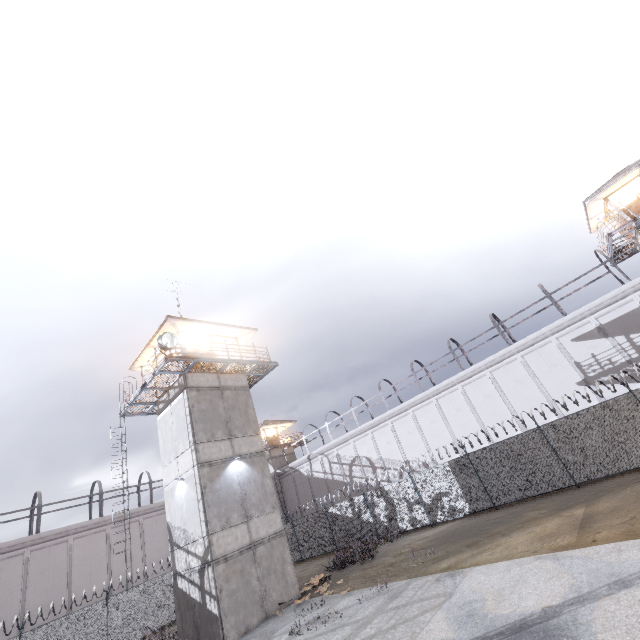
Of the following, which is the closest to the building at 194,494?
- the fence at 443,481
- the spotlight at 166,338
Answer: the spotlight at 166,338

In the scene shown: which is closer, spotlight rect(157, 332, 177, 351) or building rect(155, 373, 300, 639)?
building rect(155, 373, 300, 639)

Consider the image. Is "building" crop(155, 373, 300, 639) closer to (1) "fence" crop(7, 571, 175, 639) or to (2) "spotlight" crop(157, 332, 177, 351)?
(2) "spotlight" crop(157, 332, 177, 351)

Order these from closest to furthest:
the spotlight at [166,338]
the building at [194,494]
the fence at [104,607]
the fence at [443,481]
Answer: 1. the building at [194,494]
2. the fence at [443,481]
3. the spotlight at [166,338]
4. the fence at [104,607]

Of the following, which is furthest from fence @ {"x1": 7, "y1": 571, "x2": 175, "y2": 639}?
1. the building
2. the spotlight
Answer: the spotlight

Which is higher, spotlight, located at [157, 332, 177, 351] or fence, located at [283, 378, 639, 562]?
spotlight, located at [157, 332, 177, 351]

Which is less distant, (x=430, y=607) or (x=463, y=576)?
(x=430, y=607)

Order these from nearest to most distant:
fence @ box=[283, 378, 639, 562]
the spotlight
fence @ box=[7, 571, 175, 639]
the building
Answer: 1. the building
2. fence @ box=[283, 378, 639, 562]
3. the spotlight
4. fence @ box=[7, 571, 175, 639]
